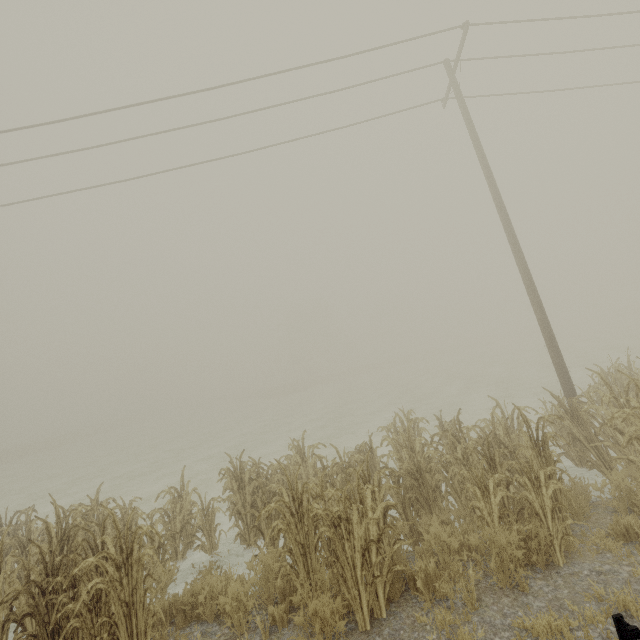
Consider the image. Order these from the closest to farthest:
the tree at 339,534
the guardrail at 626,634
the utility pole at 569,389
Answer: the guardrail at 626,634, the tree at 339,534, the utility pole at 569,389

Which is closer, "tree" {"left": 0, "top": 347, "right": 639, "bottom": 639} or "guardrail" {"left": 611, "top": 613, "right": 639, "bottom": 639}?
"guardrail" {"left": 611, "top": 613, "right": 639, "bottom": 639}

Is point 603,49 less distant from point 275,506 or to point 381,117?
point 381,117

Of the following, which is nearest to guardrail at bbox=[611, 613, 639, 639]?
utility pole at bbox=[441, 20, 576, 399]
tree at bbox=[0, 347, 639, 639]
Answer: tree at bbox=[0, 347, 639, 639]

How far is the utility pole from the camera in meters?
8.6

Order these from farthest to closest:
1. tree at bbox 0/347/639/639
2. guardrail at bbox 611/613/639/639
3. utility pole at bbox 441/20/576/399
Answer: utility pole at bbox 441/20/576/399 < tree at bbox 0/347/639/639 < guardrail at bbox 611/613/639/639

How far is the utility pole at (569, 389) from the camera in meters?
8.6
